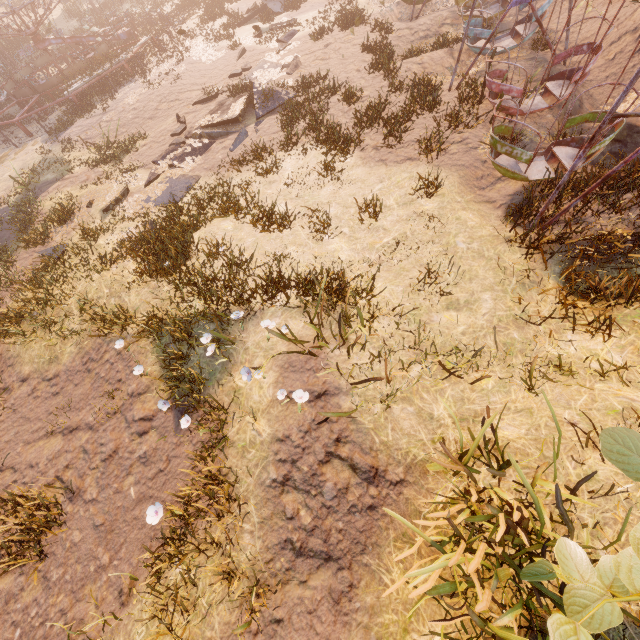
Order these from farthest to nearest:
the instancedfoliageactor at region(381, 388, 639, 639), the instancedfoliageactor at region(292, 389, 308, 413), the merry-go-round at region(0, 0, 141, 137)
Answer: the merry-go-round at region(0, 0, 141, 137), the instancedfoliageactor at region(292, 389, 308, 413), the instancedfoliageactor at region(381, 388, 639, 639)

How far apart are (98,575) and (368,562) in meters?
3.9

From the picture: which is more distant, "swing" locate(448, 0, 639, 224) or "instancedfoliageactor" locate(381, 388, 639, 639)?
"swing" locate(448, 0, 639, 224)

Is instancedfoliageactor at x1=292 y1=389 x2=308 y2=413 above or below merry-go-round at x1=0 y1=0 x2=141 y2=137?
below

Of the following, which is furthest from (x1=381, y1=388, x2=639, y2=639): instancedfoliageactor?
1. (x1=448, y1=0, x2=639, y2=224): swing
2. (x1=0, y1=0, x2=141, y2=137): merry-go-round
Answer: (x1=0, y1=0, x2=141, y2=137): merry-go-round

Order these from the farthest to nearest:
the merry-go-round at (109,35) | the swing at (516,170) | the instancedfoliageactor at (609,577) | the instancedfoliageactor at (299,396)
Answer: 1. the merry-go-round at (109,35)
2. the swing at (516,170)
3. the instancedfoliageactor at (299,396)
4. the instancedfoliageactor at (609,577)

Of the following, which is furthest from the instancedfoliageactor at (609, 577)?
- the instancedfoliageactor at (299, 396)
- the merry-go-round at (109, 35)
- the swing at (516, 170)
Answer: the merry-go-round at (109, 35)

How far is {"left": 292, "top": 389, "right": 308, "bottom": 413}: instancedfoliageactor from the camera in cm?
461
